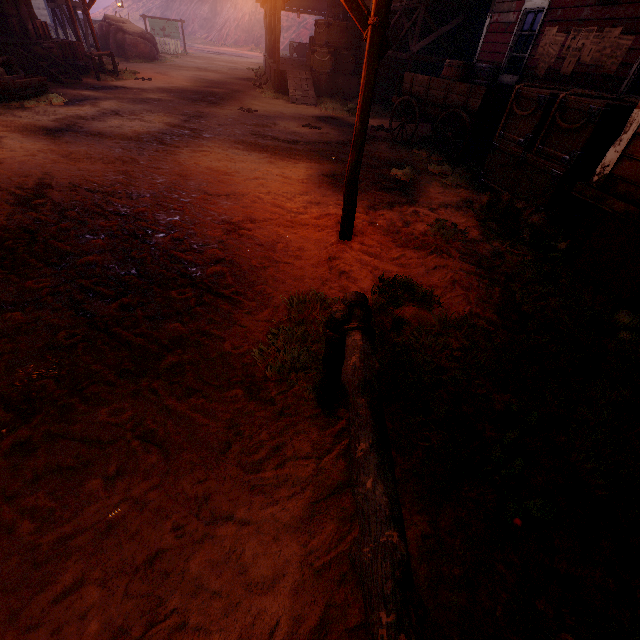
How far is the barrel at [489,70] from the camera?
7.74m

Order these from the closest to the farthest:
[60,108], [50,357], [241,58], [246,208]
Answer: [50,357]
[246,208]
[60,108]
[241,58]

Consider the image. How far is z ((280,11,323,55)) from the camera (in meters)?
45.38

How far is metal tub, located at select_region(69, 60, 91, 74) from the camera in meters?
13.5 m

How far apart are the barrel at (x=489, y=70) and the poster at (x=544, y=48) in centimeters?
89cm

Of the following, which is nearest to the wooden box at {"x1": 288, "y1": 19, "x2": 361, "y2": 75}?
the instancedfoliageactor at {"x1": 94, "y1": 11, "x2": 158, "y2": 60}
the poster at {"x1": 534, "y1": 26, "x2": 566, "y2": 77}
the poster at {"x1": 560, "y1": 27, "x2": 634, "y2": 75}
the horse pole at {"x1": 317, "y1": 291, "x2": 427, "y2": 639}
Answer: the poster at {"x1": 534, "y1": 26, "x2": 566, "y2": 77}

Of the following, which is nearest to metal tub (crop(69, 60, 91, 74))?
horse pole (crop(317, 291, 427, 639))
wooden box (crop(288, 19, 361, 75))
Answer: wooden box (crop(288, 19, 361, 75))

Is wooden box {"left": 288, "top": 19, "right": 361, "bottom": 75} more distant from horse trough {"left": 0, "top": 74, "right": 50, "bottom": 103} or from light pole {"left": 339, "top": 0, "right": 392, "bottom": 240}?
light pole {"left": 339, "top": 0, "right": 392, "bottom": 240}
